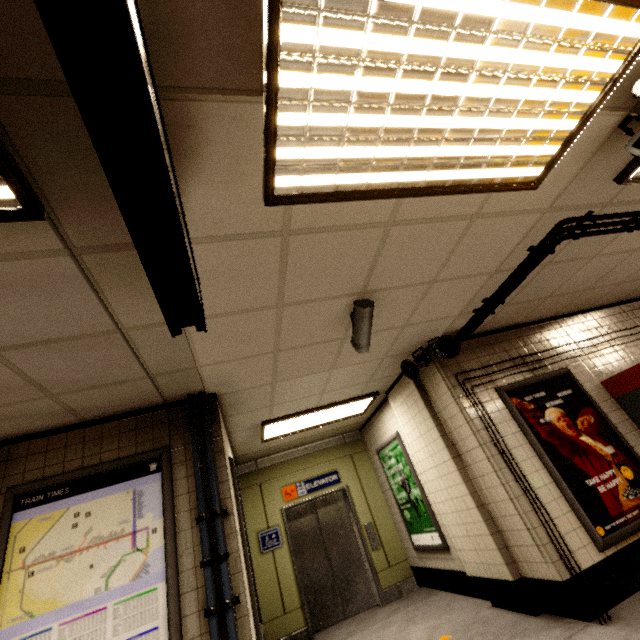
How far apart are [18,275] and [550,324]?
6.13m

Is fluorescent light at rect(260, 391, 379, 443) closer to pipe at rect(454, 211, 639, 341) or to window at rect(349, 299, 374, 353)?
pipe at rect(454, 211, 639, 341)

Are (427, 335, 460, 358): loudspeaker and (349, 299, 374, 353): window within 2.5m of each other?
yes

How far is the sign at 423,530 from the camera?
5.0m

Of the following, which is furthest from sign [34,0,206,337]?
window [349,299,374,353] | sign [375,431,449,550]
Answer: sign [375,431,449,550]

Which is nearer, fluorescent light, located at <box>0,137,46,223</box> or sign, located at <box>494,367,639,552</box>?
Result: fluorescent light, located at <box>0,137,46,223</box>

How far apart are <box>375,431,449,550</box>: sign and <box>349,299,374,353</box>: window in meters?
3.2 m

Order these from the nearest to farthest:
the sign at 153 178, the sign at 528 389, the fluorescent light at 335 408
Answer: the sign at 153 178, the sign at 528 389, the fluorescent light at 335 408
